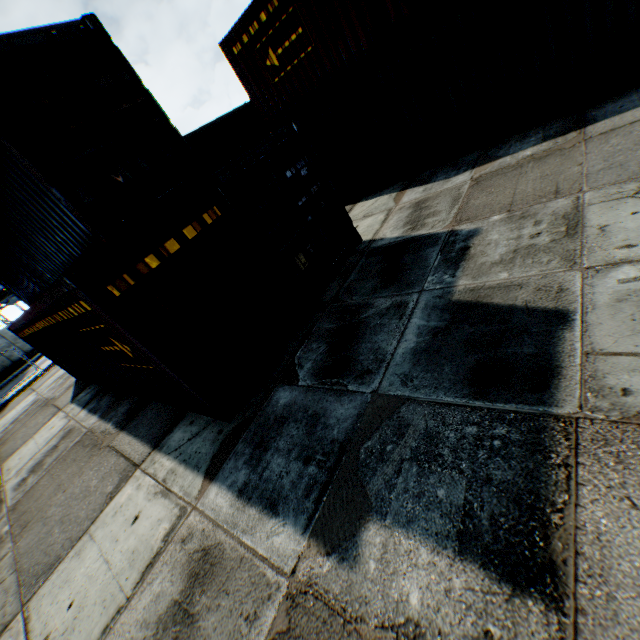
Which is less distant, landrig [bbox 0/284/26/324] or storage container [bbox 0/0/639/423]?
storage container [bbox 0/0/639/423]

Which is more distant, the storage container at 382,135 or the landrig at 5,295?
the landrig at 5,295

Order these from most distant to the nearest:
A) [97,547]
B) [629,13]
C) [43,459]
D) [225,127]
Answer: [225,127], [43,459], [629,13], [97,547]

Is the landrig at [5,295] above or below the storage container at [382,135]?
above

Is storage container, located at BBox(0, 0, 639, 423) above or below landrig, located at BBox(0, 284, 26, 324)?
below
